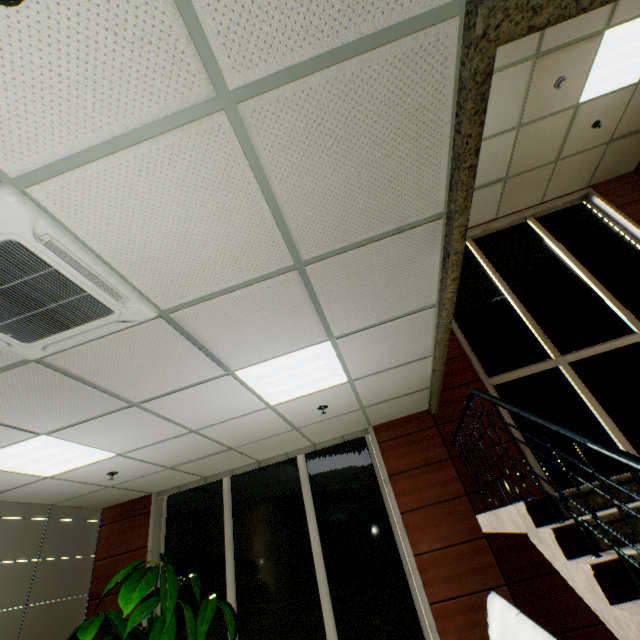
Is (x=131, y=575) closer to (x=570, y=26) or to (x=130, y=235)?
(x=130, y=235)

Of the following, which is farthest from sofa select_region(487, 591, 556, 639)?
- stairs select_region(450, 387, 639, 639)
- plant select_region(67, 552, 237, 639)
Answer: plant select_region(67, 552, 237, 639)

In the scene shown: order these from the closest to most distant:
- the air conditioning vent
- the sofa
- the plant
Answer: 1. the air conditioning vent
2. the sofa
3. the plant

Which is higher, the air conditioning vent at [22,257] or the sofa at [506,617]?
the air conditioning vent at [22,257]

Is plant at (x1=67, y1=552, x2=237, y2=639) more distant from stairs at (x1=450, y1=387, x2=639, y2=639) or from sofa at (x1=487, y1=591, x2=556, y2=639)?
stairs at (x1=450, y1=387, x2=639, y2=639)

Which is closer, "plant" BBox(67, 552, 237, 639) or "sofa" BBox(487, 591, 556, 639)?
"sofa" BBox(487, 591, 556, 639)

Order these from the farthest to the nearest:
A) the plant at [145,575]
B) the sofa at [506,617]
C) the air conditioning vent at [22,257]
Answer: the plant at [145,575]
the sofa at [506,617]
the air conditioning vent at [22,257]

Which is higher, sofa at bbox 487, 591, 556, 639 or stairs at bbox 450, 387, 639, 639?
stairs at bbox 450, 387, 639, 639
